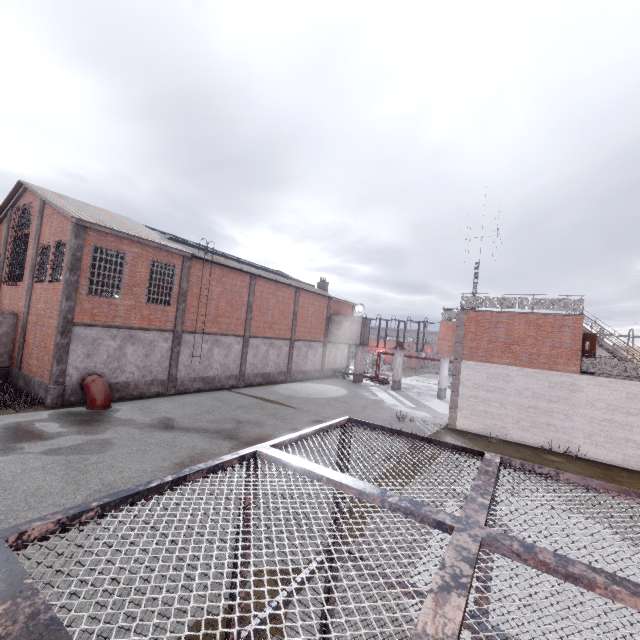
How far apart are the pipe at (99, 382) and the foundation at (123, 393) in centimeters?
5cm

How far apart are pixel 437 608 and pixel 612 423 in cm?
2043

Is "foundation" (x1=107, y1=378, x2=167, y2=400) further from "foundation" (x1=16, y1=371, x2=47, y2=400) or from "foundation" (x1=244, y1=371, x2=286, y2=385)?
"foundation" (x1=244, y1=371, x2=286, y2=385)

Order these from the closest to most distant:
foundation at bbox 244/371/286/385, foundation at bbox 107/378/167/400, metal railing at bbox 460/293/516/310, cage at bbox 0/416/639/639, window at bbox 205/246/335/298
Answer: cage at bbox 0/416/639/639 < foundation at bbox 107/378/167/400 < metal railing at bbox 460/293/516/310 < window at bbox 205/246/335/298 < foundation at bbox 244/371/286/385

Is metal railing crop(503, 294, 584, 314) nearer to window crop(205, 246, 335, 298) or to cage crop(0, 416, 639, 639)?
cage crop(0, 416, 639, 639)

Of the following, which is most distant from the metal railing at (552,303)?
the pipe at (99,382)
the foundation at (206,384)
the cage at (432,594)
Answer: the pipe at (99,382)

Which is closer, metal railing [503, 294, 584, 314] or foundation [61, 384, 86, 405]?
foundation [61, 384, 86, 405]

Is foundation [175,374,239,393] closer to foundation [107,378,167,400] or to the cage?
foundation [107,378,167,400]
